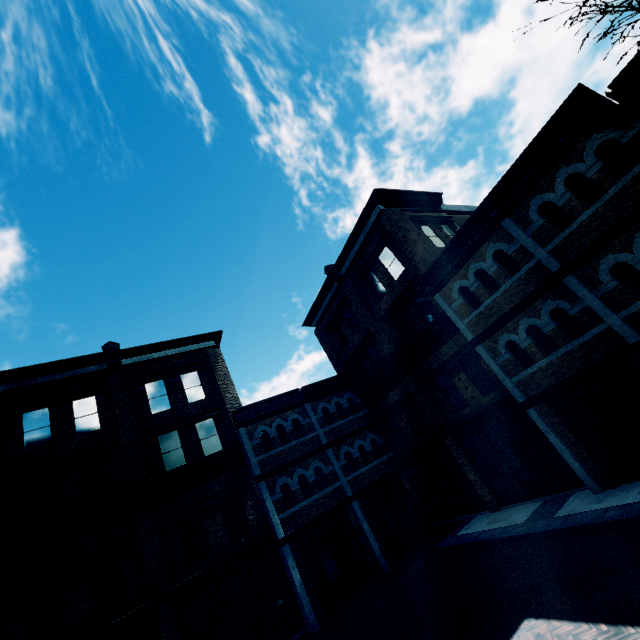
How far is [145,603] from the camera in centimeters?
1189cm
